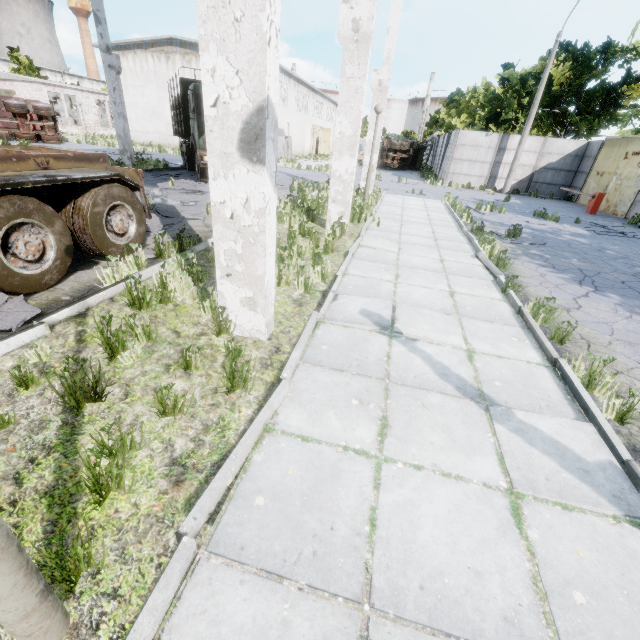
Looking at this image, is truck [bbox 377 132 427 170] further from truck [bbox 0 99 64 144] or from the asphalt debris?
the asphalt debris

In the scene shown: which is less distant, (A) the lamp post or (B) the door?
(A) the lamp post

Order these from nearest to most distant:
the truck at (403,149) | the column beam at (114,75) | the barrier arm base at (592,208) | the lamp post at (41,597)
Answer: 1. the lamp post at (41,597)
2. the column beam at (114,75)
3. the barrier arm base at (592,208)
4. the truck at (403,149)

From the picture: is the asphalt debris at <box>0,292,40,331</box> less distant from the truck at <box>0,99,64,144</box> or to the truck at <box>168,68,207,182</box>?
the truck at <box>168,68,207,182</box>

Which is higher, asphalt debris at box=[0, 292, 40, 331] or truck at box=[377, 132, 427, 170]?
truck at box=[377, 132, 427, 170]

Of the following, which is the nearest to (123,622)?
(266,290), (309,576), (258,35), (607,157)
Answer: (309,576)

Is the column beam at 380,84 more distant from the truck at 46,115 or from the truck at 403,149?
the truck at 403,149

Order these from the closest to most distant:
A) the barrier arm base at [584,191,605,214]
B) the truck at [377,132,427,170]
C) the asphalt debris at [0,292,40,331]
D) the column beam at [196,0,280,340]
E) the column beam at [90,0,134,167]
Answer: the column beam at [196,0,280,340]
the asphalt debris at [0,292,40,331]
the column beam at [90,0,134,167]
the barrier arm base at [584,191,605,214]
the truck at [377,132,427,170]
